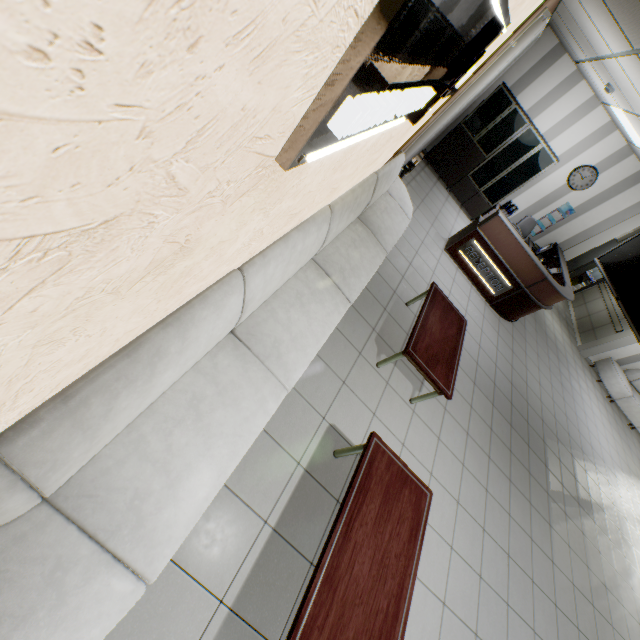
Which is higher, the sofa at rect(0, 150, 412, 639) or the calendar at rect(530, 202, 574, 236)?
the calendar at rect(530, 202, 574, 236)

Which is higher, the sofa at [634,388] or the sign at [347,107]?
the sign at [347,107]

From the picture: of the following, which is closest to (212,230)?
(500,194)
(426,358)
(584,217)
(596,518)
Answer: (426,358)

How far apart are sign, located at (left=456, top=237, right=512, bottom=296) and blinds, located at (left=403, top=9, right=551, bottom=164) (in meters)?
1.92

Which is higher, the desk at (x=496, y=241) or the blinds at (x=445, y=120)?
the blinds at (x=445, y=120)

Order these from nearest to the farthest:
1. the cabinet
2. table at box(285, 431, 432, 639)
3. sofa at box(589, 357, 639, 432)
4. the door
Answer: A: table at box(285, 431, 432, 639) → the cabinet → sofa at box(589, 357, 639, 432) → the door

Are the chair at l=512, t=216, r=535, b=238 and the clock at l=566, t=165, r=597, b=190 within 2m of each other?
yes

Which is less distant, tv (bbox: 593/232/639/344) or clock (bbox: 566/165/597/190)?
tv (bbox: 593/232/639/344)
